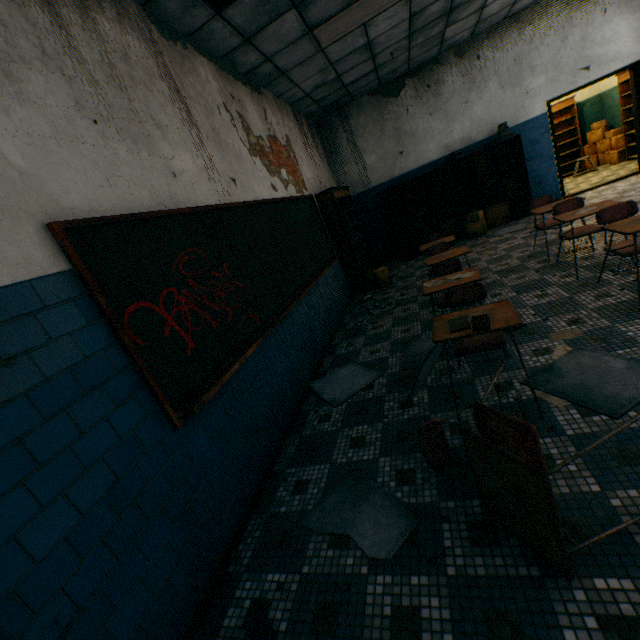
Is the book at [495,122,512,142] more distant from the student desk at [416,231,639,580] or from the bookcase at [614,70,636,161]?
the student desk at [416,231,639,580]

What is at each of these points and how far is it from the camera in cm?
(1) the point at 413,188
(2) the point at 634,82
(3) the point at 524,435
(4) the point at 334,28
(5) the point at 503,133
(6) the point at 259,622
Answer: (1) bookcase, 817
(2) door frame, 664
(3) student desk, 163
(4) lamp, 440
(5) book, 709
(6) book, 165

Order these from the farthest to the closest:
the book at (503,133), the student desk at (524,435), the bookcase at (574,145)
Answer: the bookcase at (574,145), the book at (503,133), the student desk at (524,435)

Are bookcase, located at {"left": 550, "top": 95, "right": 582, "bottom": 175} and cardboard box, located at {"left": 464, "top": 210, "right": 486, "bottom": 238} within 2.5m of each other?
no

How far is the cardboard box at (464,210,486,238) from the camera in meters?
7.5 m

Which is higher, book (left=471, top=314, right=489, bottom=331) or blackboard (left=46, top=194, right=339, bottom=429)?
blackboard (left=46, top=194, right=339, bottom=429)

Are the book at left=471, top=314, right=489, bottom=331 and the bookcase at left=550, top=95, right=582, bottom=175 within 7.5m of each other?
no

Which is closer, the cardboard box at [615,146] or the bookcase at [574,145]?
the cardboard box at [615,146]
